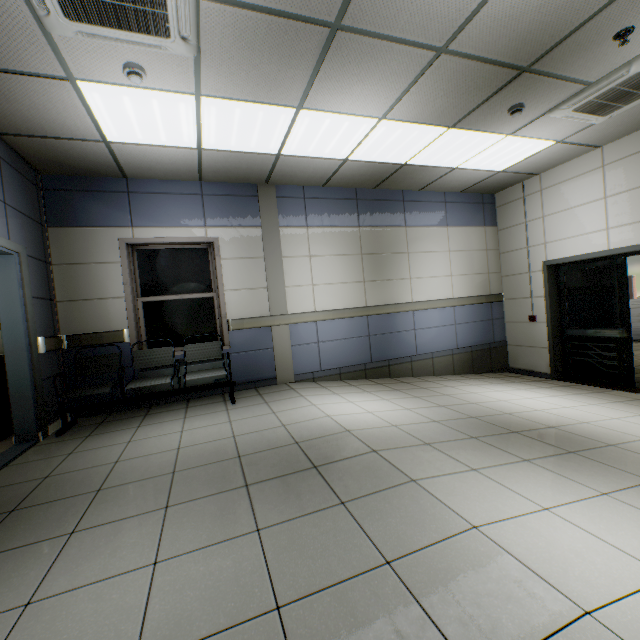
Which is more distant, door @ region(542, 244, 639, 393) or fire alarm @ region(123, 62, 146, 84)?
door @ region(542, 244, 639, 393)

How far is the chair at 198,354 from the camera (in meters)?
3.83

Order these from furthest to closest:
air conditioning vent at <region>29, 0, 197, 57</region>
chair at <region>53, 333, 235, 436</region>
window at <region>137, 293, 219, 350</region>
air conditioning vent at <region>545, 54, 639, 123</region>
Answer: window at <region>137, 293, 219, 350</region> < chair at <region>53, 333, 235, 436</region> < air conditioning vent at <region>545, 54, 639, 123</region> < air conditioning vent at <region>29, 0, 197, 57</region>

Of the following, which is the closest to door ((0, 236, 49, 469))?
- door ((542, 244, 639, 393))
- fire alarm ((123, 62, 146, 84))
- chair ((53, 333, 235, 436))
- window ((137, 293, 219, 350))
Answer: chair ((53, 333, 235, 436))

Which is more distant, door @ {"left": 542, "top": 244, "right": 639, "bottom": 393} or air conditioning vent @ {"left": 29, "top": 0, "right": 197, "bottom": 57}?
door @ {"left": 542, "top": 244, "right": 639, "bottom": 393}

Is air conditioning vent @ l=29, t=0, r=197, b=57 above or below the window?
above

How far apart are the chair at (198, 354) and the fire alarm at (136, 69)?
3.0 meters

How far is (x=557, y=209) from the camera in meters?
5.8 m
